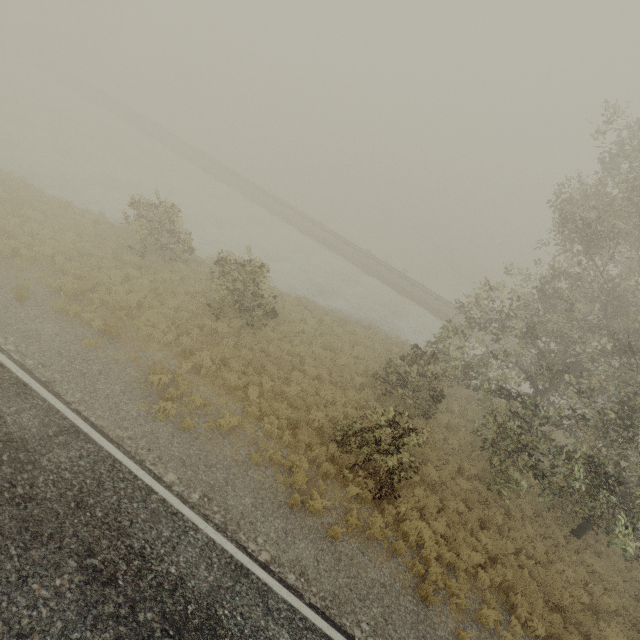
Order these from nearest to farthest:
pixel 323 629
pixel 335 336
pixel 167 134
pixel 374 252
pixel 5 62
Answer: pixel 323 629, pixel 335 336, pixel 5 62, pixel 167 134, pixel 374 252
